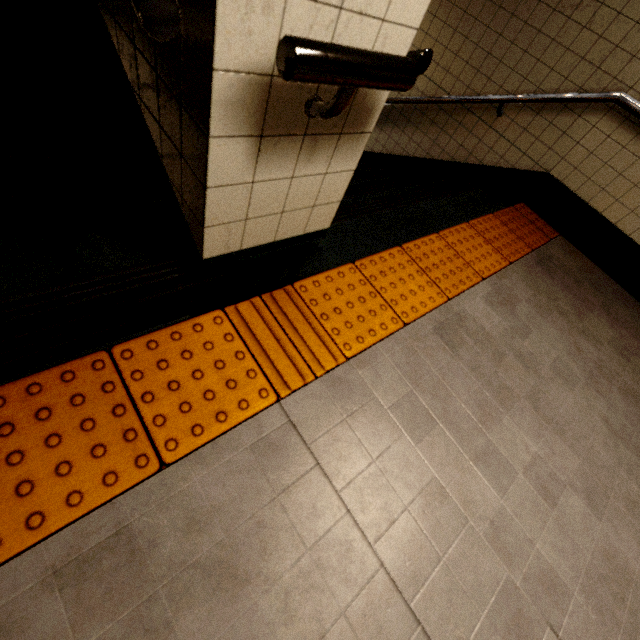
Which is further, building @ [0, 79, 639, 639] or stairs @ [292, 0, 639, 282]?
stairs @ [292, 0, 639, 282]

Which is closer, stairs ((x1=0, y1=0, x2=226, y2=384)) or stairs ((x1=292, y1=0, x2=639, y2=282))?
stairs ((x1=0, y1=0, x2=226, y2=384))

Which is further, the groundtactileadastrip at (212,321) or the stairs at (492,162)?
the stairs at (492,162)

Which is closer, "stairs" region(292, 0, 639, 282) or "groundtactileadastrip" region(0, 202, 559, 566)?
"groundtactileadastrip" region(0, 202, 559, 566)

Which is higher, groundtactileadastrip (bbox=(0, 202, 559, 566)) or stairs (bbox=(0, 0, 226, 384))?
stairs (bbox=(0, 0, 226, 384))

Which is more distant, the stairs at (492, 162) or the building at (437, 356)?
the stairs at (492, 162)

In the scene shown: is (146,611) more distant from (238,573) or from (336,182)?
(336,182)
